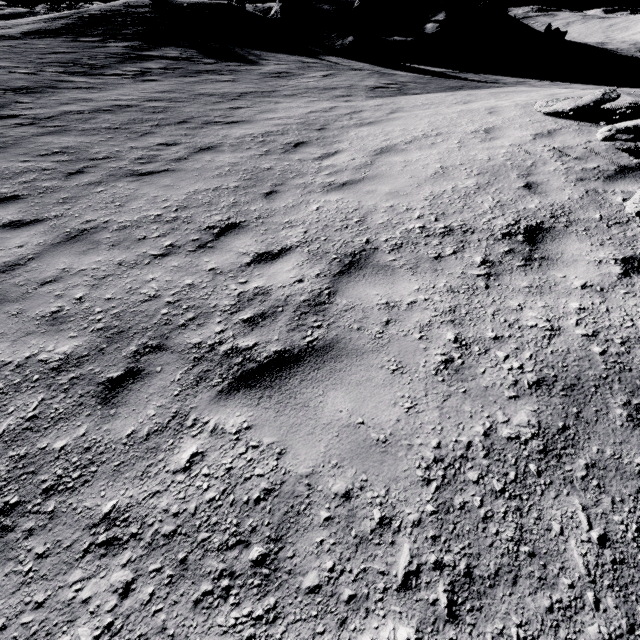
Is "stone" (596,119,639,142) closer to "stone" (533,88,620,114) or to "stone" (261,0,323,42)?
"stone" (533,88,620,114)

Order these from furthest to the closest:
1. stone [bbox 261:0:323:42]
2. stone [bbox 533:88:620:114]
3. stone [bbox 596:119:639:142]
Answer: stone [bbox 261:0:323:42]
stone [bbox 533:88:620:114]
stone [bbox 596:119:639:142]

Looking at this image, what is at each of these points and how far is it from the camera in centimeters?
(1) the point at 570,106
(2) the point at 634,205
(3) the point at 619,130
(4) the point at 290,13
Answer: (1) stone, 634cm
(2) stone, 397cm
(3) stone, 488cm
(4) stone, 2684cm

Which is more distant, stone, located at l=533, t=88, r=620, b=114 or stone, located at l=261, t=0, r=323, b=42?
stone, located at l=261, t=0, r=323, b=42

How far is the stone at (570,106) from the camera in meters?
6.1

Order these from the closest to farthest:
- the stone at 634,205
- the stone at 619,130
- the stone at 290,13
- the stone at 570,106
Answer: the stone at 634,205, the stone at 619,130, the stone at 570,106, the stone at 290,13

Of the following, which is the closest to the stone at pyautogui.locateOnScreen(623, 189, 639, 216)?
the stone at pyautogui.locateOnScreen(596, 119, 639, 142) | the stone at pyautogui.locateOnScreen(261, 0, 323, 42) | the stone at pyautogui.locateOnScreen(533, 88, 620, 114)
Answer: the stone at pyautogui.locateOnScreen(596, 119, 639, 142)

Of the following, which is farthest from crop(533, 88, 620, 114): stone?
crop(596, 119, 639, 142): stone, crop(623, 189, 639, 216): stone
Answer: crop(623, 189, 639, 216): stone
